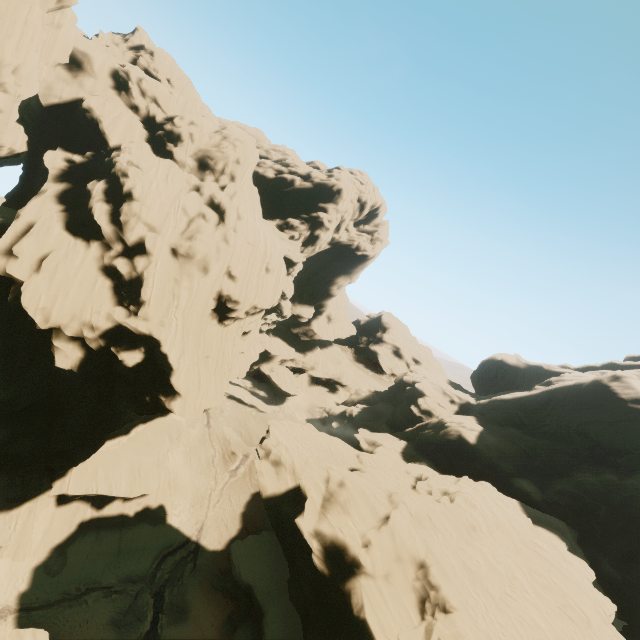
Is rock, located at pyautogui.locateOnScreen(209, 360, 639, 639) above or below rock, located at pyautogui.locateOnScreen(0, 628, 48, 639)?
above

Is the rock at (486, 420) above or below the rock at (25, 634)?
above

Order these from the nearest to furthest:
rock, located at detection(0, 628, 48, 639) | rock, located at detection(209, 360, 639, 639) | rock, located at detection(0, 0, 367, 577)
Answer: rock, located at detection(0, 628, 48, 639) < rock, located at detection(209, 360, 639, 639) < rock, located at detection(0, 0, 367, 577)

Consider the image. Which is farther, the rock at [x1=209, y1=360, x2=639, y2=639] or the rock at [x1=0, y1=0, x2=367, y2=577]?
the rock at [x1=0, y1=0, x2=367, y2=577]

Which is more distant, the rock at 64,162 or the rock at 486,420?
the rock at 64,162

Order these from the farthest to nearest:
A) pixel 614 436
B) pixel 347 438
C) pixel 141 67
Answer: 1. pixel 347 438
2. pixel 141 67
3. pixel 614 436
